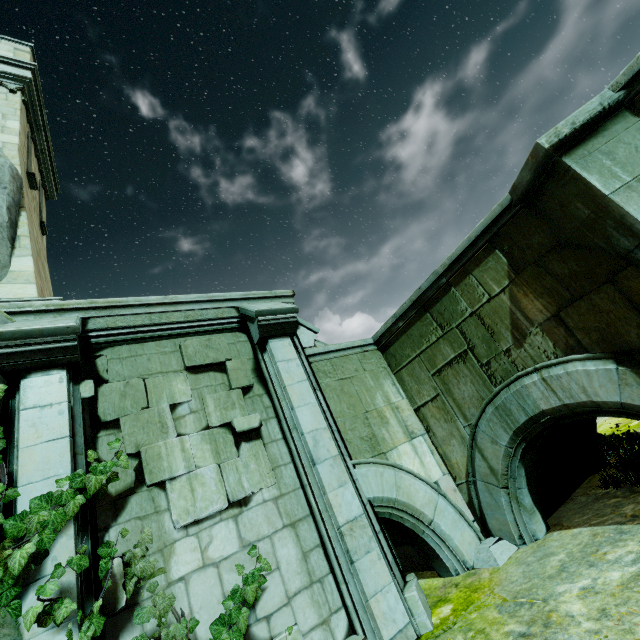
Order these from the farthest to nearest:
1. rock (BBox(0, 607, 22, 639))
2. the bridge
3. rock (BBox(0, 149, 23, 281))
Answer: rock (BBox(0, 149, 23, 281)) → the bridge → rock (BBox(0, 607, 22, 639))

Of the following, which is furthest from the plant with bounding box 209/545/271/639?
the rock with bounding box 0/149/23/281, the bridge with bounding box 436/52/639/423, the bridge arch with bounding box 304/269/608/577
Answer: the bridge with bounding box 436/52/639/423

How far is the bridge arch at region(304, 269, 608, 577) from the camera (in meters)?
5.63

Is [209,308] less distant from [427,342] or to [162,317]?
[162,317]

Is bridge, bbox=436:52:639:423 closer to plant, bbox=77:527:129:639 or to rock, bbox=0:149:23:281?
plant, bbox=77:527:129:639

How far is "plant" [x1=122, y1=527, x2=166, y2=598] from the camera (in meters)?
3.67

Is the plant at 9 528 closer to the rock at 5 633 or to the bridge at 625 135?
the rock at 5 633
